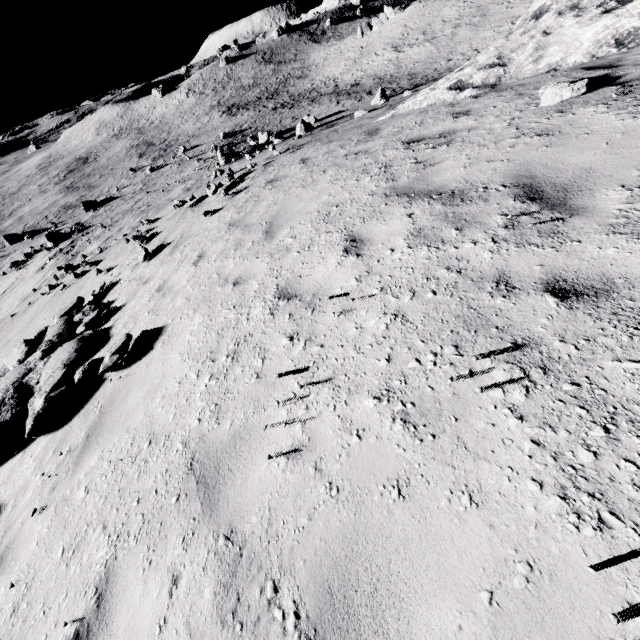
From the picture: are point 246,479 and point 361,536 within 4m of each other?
yes

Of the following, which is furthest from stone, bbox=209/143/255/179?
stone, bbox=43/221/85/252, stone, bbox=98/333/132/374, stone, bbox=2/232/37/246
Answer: stone, bbox=2/232/37/246

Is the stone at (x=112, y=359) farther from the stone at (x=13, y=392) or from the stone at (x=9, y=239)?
the stone at (x=9, y=239)

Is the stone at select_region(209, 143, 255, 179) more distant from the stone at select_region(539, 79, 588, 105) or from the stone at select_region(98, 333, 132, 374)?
the stone at select_region(98, 333, 132, 374)

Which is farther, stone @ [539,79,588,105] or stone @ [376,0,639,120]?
stone @ [376,0,639,120]

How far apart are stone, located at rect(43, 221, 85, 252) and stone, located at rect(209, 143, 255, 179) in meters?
16.0

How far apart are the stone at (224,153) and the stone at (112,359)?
27.75m

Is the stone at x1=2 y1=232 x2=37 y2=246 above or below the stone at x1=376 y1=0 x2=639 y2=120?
below
